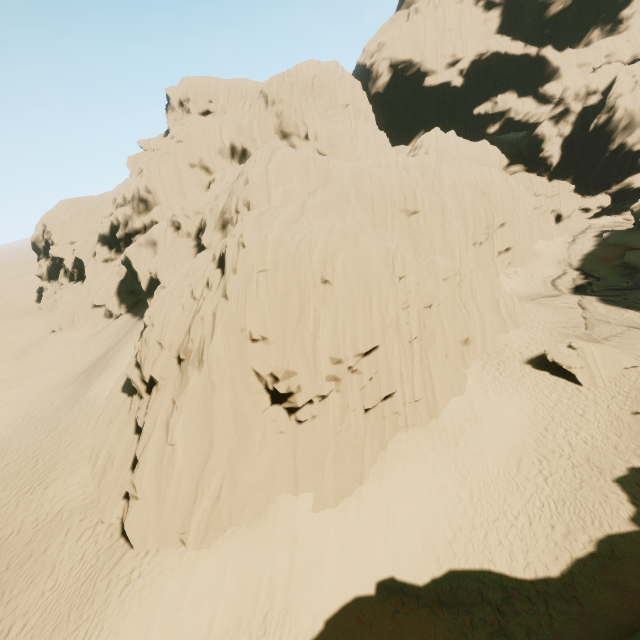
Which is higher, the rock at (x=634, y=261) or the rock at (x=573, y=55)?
the rock at (x=573, y=55)

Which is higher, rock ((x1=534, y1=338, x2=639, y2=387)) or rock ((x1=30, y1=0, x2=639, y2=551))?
rock ((x1=30, y1=0, x2=639, y2=551))

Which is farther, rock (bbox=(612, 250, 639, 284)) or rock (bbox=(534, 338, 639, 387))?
rock (bbox=(612, 250, 639, 284))

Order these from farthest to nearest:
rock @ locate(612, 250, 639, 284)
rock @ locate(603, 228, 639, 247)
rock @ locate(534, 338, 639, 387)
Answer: rock @ locate(603, 228, 639, 247)
rock @ locate(612, 250, 639, 284)
rock @ locate(534, 338, 639, 387)

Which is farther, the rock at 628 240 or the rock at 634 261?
the rock at 628 240

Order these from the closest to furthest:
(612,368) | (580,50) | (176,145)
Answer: (612,368) < (176,145) < (580,50)
